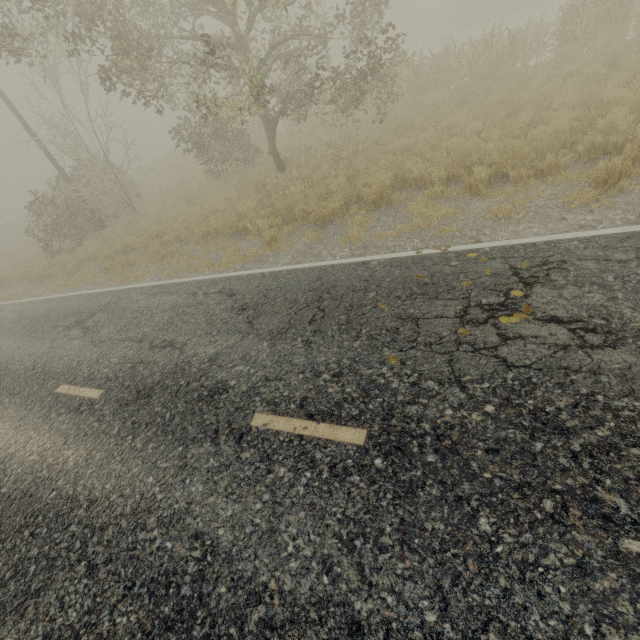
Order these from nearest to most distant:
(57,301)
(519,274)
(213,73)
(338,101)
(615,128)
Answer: (519,274)
(615,128)
(338,101)
(57,301)
(213,73)
